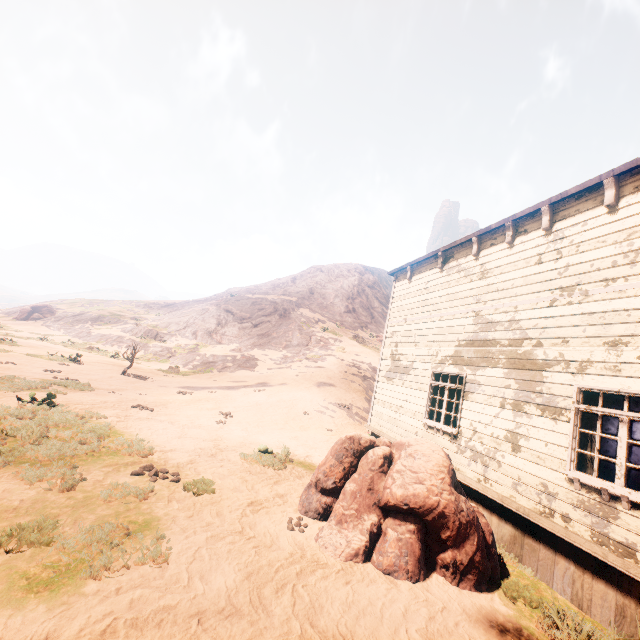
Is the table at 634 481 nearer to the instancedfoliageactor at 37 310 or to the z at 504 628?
the z at 504 628

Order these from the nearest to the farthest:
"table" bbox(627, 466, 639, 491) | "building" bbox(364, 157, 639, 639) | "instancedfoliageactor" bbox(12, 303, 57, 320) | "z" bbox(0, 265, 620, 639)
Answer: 1. "z" bbox(0, 265, 620, 639)
2. "building" bbox(364, 157, 639, 639)
3. "table" bbox(627, 466, 639, 491)
4. "instancedfoliageactor" bbox(12, 303, 57, 320)

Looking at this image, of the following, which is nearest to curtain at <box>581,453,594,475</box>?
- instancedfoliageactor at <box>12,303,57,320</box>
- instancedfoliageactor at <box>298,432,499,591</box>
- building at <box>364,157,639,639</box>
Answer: building at <box>364,157,639,639</box>

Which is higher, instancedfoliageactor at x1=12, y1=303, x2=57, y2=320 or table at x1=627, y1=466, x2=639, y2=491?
instancedfoliageactor at x1=12, y1=303, x2=57, y2=320

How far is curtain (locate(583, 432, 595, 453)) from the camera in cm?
524

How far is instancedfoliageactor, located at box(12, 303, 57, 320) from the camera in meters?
41.2 m

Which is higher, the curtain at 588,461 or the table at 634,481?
the curtain at 588,461

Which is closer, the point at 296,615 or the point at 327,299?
the point at 296,615
